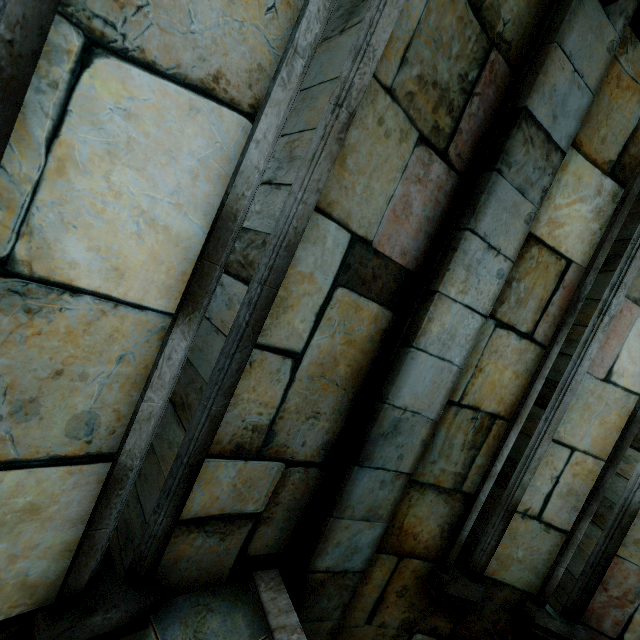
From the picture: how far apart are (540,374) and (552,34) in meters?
2.1 m
